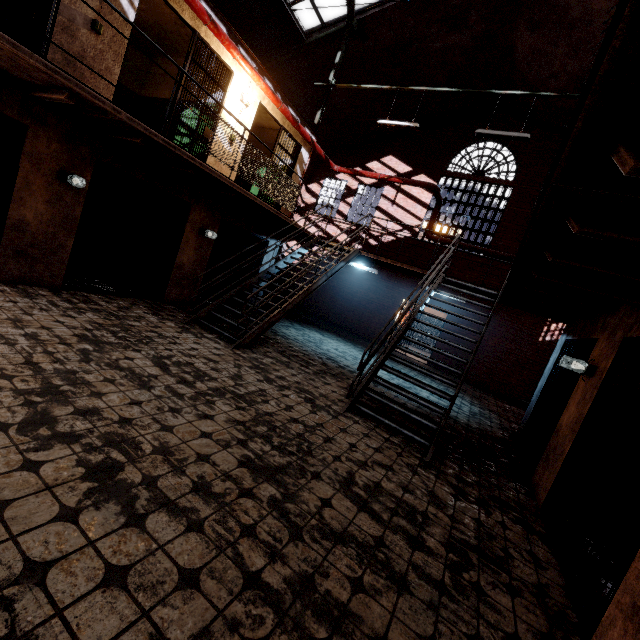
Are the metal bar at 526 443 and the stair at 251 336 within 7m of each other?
yes

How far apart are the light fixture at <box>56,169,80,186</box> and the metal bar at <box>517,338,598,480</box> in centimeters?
839cm

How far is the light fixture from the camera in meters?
5.1 m

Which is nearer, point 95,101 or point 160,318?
point 95,101

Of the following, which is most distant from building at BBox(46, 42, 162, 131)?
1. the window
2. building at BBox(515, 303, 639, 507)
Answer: building at BBox(515, 303, 639, 507)

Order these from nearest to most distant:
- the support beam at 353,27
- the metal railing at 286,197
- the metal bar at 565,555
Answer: the metal bar at 565,555
the metal railing at 286,197
the support beam at 353,27

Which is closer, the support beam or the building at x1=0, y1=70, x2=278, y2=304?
the building at x1=0, y1=70, x2=278, y2=304

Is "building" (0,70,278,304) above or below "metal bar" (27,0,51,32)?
below
